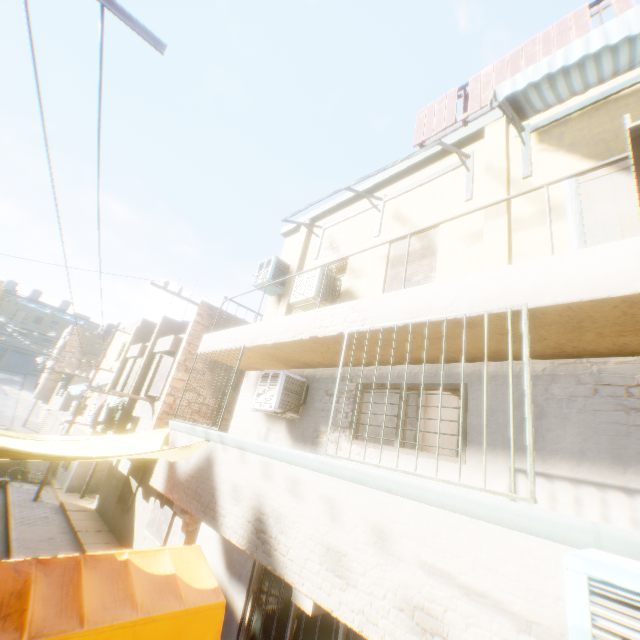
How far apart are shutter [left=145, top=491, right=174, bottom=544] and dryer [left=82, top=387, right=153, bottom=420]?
2.5m

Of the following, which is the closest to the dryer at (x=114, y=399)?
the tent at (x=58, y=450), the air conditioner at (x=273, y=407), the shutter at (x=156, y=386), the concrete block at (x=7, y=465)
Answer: the shutter at (x=156, y=386)

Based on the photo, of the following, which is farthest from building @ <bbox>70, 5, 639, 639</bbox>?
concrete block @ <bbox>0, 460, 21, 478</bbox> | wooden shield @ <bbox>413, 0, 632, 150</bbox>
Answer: concrete block @ <bbox>0, 460, 21, 478</bbox>

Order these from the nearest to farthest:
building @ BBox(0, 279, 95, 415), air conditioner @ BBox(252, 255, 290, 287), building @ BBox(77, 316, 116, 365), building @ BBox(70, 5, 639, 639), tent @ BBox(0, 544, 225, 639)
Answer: building @ BBox(70, 5, 639, 639)
tent @ BBox(0, 544, 225, 639)
air conditioner @ BBox(252, 255, 290, 287)
building @ BBox(0, 279, 95, 415)
building @ BBox(77, 316, 116, 365)

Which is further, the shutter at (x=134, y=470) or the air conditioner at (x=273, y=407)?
the shutter at (x=134, y=470)

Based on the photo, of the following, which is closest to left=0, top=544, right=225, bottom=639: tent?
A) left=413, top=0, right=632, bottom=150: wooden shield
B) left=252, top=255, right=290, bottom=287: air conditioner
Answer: left=252, top=255, right=290, bottom=287: air conditioner

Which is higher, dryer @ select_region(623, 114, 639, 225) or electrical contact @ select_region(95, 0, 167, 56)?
electrical contact @ select_region(95, 0, 167, 56)

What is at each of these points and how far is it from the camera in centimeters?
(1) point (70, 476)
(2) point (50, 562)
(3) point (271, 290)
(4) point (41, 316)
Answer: (1) building, 1709cm
(2) tent, 492cm
(3) air conditioner, 915cm
(4) building, 5288cm
